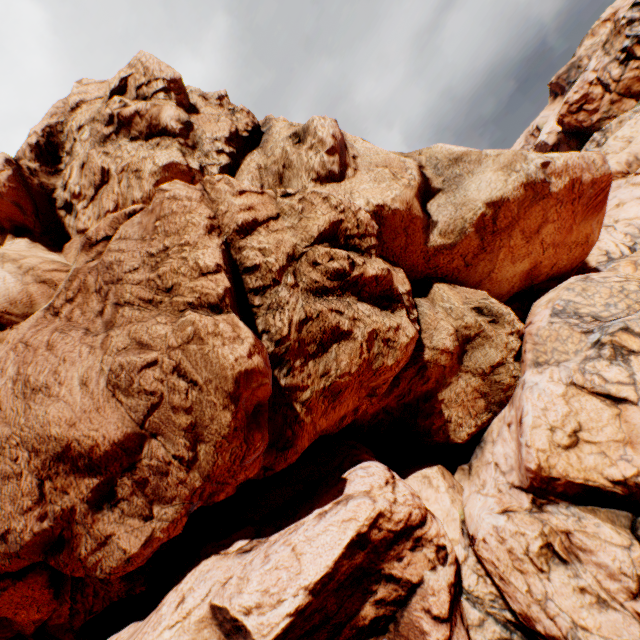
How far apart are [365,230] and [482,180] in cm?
471

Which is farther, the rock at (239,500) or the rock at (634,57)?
the rock at (634,57)

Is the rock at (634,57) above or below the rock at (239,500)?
above

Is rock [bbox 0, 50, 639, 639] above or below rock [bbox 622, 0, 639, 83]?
below

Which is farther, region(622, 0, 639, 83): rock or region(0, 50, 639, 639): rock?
region(622, 0, 639, 83): rock
